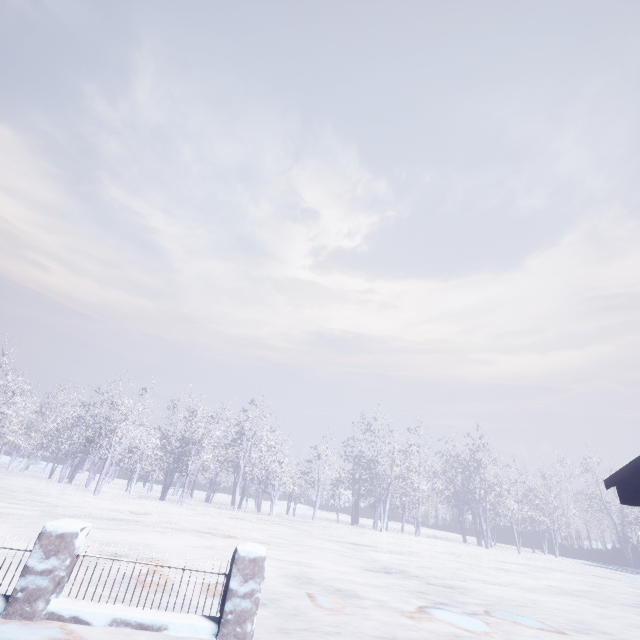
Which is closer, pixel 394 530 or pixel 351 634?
pixel 351 634
